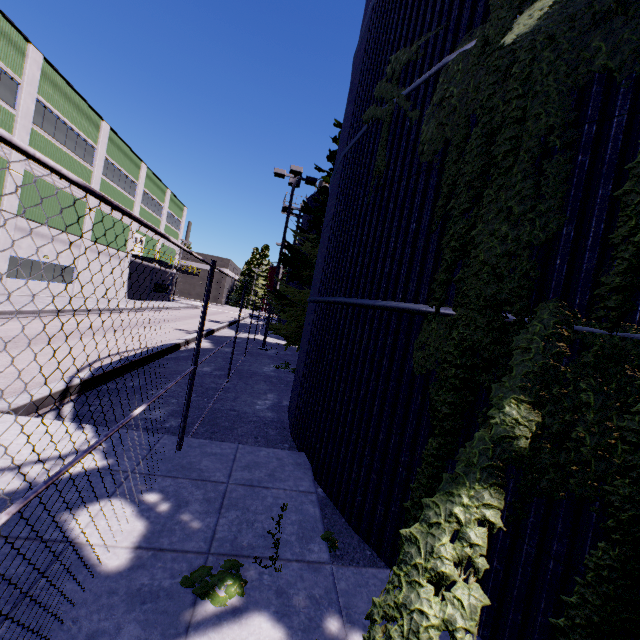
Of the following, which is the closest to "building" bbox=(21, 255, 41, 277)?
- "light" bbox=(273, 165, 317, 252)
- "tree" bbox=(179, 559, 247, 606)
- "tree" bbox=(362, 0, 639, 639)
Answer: "tree" bbox=(362, 0, 639, 639)

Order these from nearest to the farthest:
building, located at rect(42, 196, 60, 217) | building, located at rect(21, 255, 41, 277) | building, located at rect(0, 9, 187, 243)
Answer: building, located at rect(0, 9, 187, 243)
building, located at rect(21, 255, 41, 277)
building, located at rect(42, 196, 60, 217)

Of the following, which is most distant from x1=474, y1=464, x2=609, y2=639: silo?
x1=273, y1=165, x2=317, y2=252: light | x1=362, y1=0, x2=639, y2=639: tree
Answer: x1=273, y1=165, x2=317, y2=252: light

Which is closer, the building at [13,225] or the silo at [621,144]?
the silo at [621,144]

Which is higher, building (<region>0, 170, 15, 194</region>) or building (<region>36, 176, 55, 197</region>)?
building (<region>36, 176, 55, 197</region>)

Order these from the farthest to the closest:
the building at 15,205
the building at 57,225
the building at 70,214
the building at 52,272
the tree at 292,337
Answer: the building at 70,214
the building at 52,272
the building at 57,225
the building at 15,205
the tree at 292,337

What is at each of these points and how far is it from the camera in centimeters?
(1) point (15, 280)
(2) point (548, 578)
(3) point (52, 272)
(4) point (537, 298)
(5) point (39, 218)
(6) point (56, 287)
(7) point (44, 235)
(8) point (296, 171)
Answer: (1) building, 2119cm
(2) silo, 253cm
(3) building, 2462cm
(4) silo, 281cm
(5) building, 2220cm
(6) building, 2519cm
(7) building, 2295cm
(8) light, 1706cm

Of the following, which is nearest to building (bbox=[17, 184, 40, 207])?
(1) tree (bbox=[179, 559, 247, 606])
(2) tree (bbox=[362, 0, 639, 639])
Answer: (2) tree (bbox=[362, 0, 639, 639])
